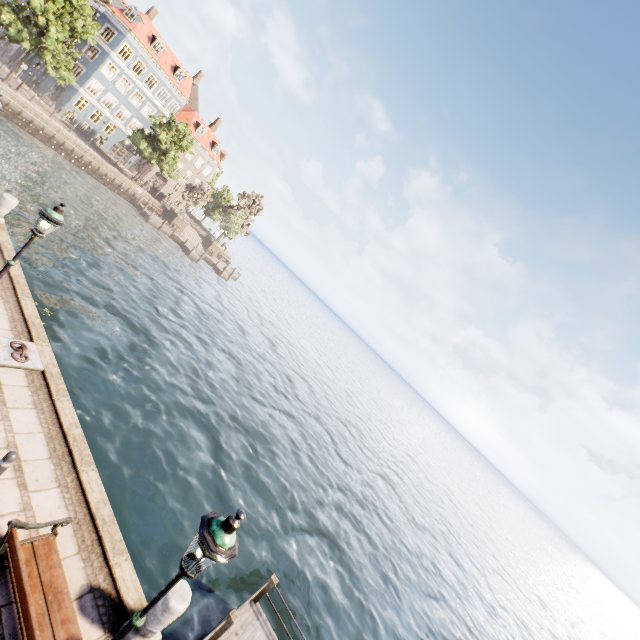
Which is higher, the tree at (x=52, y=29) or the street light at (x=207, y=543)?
the tree at (x=52, y=29)

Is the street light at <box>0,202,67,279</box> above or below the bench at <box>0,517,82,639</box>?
above

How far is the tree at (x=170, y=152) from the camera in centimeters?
3994cm

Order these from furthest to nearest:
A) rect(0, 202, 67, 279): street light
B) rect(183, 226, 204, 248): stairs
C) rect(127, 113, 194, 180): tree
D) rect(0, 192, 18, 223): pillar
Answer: rect(183, 226, 204, 248): stairs, rect(127, 113, 194, 180): tree, rect(0, 192, 18, 223): pillar, rect(0, 202, 67, 279): street light

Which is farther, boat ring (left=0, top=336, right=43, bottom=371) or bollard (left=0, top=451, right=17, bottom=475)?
boat ring (left=0, top=336, right=43, bottom=371)

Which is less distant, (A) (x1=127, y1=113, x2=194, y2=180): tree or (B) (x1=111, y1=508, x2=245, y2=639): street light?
(B) (x1=111, y1=508, x2=245, y2=639): street light

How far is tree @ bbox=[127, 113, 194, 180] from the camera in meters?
39.9

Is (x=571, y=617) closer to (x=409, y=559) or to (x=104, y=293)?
(x=409, y=559)
